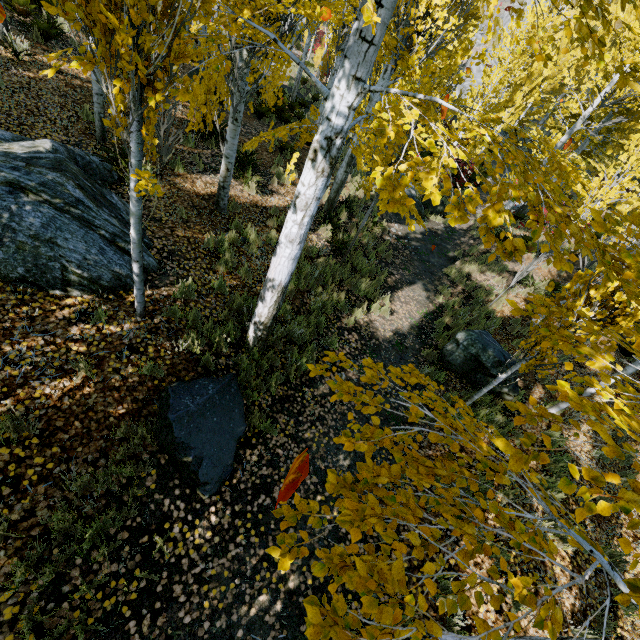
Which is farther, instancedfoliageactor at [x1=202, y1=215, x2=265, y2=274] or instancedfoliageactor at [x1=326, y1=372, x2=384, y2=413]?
instancedfoliageactor at [x1=202, y1=215, x2=265, y2=274]

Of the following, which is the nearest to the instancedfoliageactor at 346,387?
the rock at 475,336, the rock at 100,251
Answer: the rock at 100,251

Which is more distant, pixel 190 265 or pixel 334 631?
pixel 190 265

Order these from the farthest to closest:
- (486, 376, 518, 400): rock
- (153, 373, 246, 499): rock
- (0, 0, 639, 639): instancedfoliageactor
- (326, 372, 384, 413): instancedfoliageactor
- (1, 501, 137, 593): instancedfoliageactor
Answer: (486, 376, 518, 400): rock
(153, 373, 246, 499): rock
(1, 501, 137, 593): instancedfoliageactor
(326, 372, 384, 413): instancedfoliageactor
(0, 0, 639, 639): instancedfoliageactor

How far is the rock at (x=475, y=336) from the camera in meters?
7.1

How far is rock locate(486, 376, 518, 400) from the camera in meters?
7.0

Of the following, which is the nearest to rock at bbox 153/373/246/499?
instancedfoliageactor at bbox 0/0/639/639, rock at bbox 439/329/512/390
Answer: instancedfoliageactor at bbox 0/0/639/639
